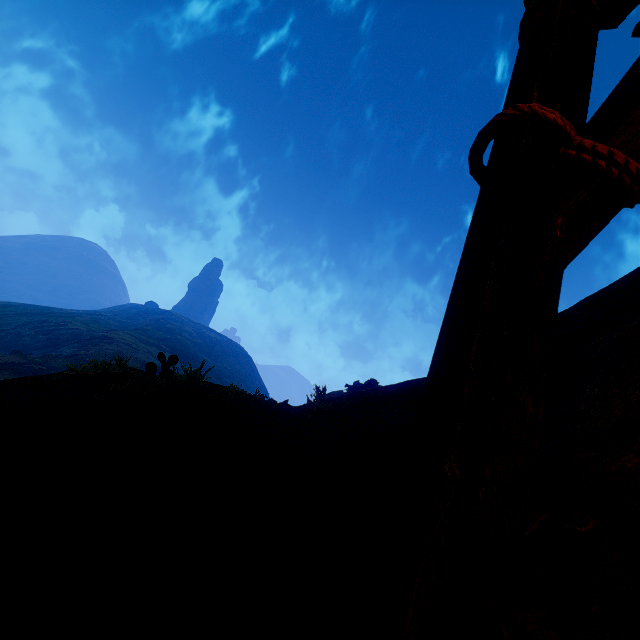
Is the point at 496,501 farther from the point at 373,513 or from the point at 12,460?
the point at 12,460
